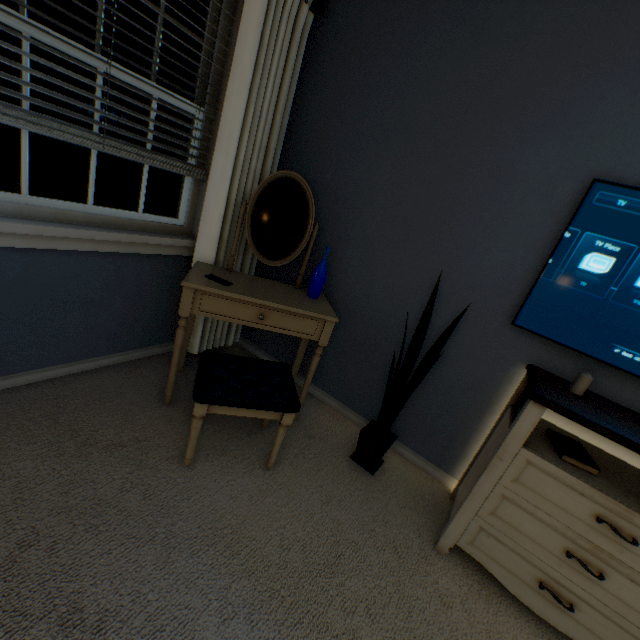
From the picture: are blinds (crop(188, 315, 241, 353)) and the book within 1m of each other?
no

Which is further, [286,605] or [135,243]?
[135,243]

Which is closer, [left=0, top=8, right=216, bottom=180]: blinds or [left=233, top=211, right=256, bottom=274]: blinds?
[left=0, top=8, right=216, bottom=180]: blinds

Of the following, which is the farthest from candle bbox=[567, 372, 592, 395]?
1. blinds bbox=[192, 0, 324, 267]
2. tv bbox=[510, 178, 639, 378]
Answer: blinds bbox=[192, 0, 324, 267]

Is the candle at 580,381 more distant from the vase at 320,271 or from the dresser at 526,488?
the vase at 320,271

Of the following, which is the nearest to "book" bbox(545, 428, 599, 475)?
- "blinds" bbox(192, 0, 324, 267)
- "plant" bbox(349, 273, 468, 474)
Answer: "plant" bbox(349, 273, 468, 474)

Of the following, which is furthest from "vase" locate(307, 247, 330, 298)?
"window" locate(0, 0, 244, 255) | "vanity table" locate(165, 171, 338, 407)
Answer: "window" locate(0, 0, 244, 255)

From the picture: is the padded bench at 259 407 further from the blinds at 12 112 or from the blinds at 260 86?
the blinds at 12 112
